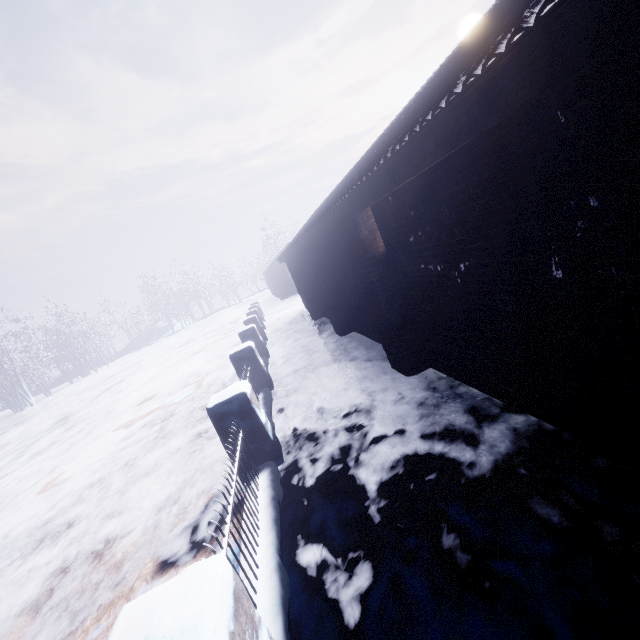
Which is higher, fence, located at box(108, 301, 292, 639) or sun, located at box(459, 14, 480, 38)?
sun, located at box(459, 14, 480, 38)

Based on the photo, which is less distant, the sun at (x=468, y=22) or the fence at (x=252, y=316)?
the fence at (x=252, y=316)

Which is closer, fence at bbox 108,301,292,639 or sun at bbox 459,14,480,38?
fence at bbox 108,301,292,639

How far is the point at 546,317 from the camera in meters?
2.1

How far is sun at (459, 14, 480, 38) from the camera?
58.03m

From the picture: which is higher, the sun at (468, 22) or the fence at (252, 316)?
the sun at (468, 22)
